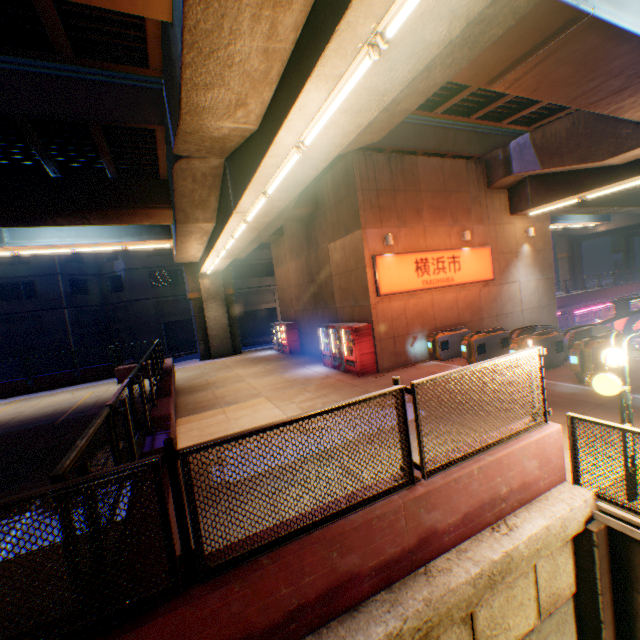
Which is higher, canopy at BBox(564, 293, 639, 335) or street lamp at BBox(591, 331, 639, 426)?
street lamp at BBox(591, 331, 639, 426)

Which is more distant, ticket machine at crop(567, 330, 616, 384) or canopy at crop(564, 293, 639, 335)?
canopy at crop(564, 293, 639, 335)

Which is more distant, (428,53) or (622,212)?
(622,212)

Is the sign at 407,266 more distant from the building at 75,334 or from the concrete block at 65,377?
the building at 75,334

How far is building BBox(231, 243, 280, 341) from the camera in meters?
35.3

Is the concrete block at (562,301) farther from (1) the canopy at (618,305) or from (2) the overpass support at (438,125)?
(2) the overpass support at (438,125)

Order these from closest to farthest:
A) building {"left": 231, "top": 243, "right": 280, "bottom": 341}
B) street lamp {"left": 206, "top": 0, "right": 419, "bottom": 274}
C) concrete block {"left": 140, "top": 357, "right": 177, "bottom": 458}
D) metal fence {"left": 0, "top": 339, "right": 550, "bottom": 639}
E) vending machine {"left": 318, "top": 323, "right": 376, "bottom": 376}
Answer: metal fence {"left": 0, "top": 339, "right": 550, "bottom": 639} → street lamp {"left": 206, "top": 0, "right": 419, "bottom": 274} → concrete block {"left": 140, "top": 357, "right": 177, "bottom": 458} → vending machine {"left": 318, "top": 323, "right": 376, "bottom": 376} → building {"left": 231, "top": 243, "right": 280, "bottom": 341}

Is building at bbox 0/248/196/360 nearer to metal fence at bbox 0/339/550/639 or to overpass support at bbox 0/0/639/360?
overpass support at bbox 0/0/639/360
